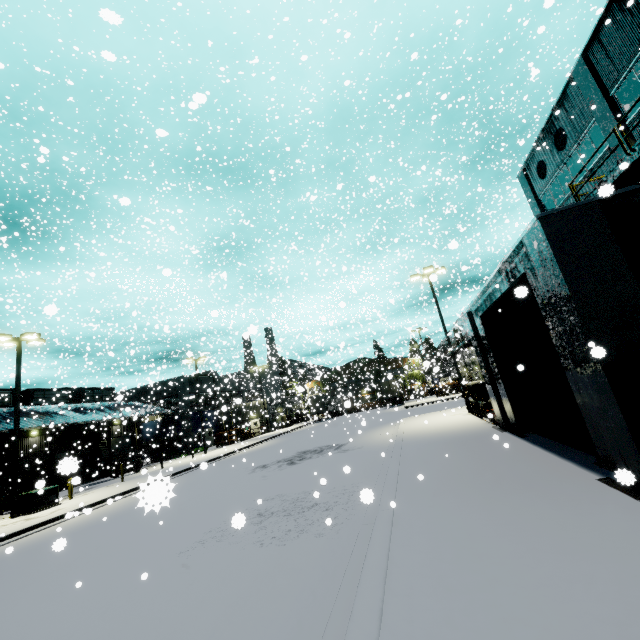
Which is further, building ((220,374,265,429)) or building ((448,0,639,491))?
building ((220,374,265,429))

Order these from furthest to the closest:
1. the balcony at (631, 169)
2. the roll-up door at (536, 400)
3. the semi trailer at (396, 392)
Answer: the semi trailer at (396, 392) < the balcony at (631, 169) < the roll-up door at (536, 400)

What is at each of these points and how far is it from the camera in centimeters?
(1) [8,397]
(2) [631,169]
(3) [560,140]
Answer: (1) building, 3334cm
(2) balcony, 1002cm
(3) vent, 1753cm

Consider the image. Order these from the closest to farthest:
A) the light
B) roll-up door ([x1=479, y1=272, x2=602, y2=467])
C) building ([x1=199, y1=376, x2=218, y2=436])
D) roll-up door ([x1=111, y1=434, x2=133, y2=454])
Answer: roll-up door ([x1=479, y1=272, x2=602, y2=467]) < the light < roll-up door ([x1=111, y1=434, x2=133, y2=454]) < building ([x1=199, y1=376, x2=218, y2=436])

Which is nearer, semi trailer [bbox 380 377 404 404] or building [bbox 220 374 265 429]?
building [bbox 220 374 265 429]

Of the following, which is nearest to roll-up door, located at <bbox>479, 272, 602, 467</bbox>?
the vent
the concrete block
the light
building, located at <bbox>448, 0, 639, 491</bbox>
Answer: building, located at <bbox>448, 0, 639, 491</bbox>

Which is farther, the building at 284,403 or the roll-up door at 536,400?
the building at 284,403

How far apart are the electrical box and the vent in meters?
33.9
